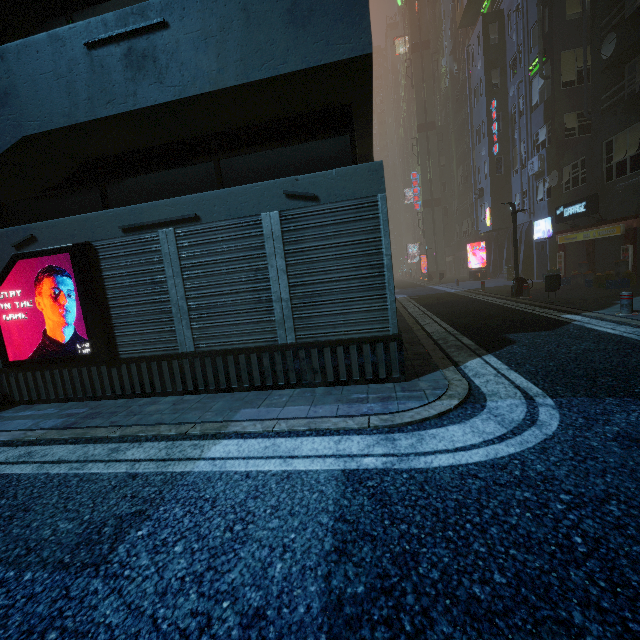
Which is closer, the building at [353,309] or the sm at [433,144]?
the building at [353,309]

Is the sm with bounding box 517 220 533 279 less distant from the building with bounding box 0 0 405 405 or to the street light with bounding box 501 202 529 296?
the building with bounding box 0 0 405 405

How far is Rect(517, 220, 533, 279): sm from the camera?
21.7m

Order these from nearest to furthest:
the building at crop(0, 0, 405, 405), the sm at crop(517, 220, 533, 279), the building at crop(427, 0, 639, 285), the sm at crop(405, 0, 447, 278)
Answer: the building at crop(0, 0, 405, 405) < the building at crop(427, 0, 639, 285) < the sm at crop(517, 220, 533, 279) < the sm at crop(405, 0, 447, 278)

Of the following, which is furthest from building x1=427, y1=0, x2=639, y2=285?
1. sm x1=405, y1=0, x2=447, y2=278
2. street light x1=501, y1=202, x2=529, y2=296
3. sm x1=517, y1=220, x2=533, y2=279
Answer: sm x1=405, y1=0, x2=447, y2=278

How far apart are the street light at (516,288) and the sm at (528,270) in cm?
934

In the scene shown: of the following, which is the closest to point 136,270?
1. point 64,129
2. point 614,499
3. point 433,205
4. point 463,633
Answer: point 64,129

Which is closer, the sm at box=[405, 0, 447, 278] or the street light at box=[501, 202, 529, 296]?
the street light at box=[501, 202, 529, 296]
